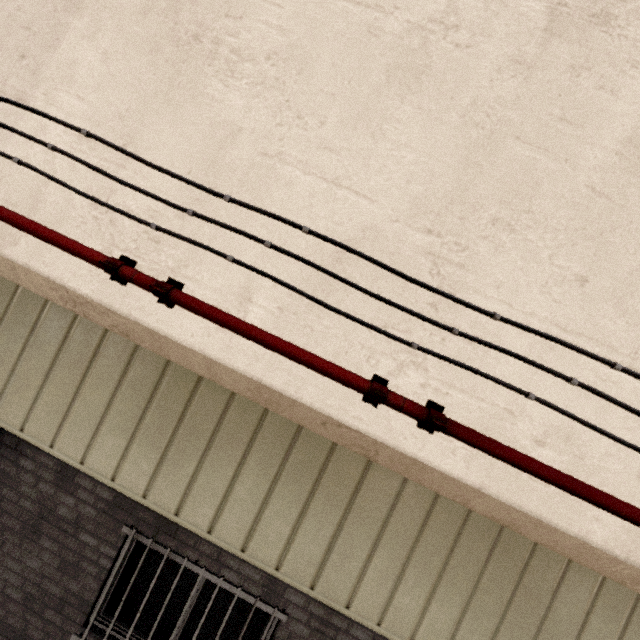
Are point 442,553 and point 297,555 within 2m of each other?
yes

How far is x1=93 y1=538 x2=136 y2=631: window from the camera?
3.4m

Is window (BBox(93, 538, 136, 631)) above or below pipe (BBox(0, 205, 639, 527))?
below

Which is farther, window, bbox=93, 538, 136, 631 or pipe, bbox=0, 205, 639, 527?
window, bbox=93, 538, 136, 631

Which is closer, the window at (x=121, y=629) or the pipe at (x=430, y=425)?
the pipe at (x=430, y=425)
